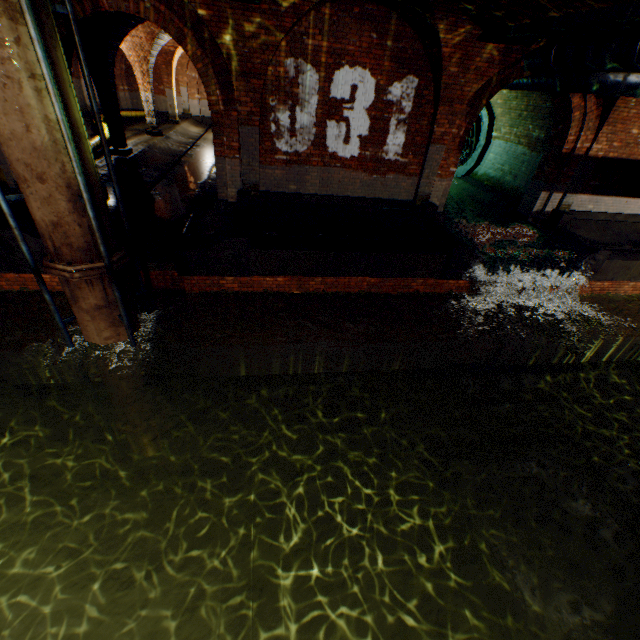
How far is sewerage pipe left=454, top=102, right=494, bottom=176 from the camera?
13.1 meters

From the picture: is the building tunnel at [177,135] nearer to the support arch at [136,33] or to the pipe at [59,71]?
the support arch at [136,33]

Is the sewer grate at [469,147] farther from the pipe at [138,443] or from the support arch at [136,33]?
the pipe at [138,443]

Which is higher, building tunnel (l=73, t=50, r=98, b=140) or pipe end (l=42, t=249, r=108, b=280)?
building tunnel (l=73, t=50, r=98, b=140)

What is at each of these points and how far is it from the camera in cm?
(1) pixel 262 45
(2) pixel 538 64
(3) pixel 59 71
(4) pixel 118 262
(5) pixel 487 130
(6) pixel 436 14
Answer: (1) support arch, 663
(2) pipe, 752
(3) pipe, 404
(4) pipe end, 548
(5) sewerage pipe, 1323
(6) support arch, 611

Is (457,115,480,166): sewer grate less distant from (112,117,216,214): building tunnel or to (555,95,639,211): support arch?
(555,95,639,211): support arch

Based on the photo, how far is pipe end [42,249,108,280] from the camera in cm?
507
